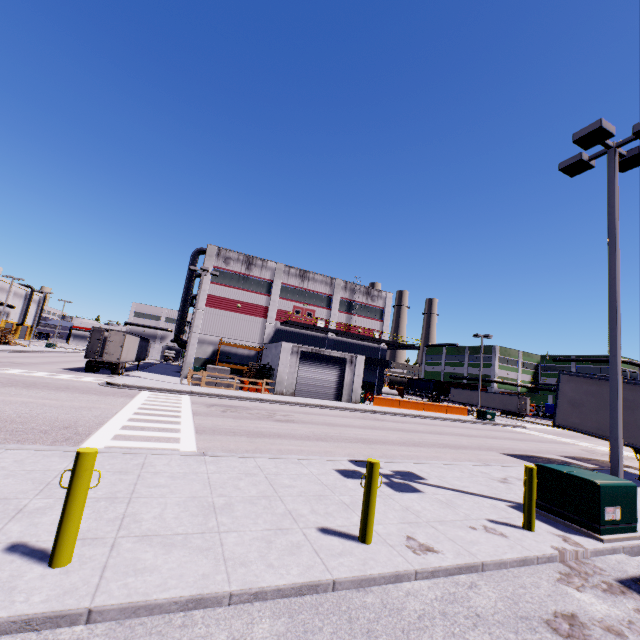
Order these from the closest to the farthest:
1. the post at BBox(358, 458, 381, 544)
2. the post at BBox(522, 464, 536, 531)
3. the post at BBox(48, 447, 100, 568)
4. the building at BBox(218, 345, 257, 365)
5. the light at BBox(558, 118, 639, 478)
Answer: the post at BBox(48, 447, 100, 568)
the post at BBox(358, 458, 381, 544)
the post at BBox(522, 464, 536, 531)
the light at BBox(558, 118, 639, 478)
the building at BBox(218, 345, 257, 365)

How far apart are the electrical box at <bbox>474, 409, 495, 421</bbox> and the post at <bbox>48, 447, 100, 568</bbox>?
36.80m

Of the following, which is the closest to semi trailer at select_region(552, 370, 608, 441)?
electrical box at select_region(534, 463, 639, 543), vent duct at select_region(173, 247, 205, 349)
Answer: vent duct at select_region(173, 247, 205, 349)

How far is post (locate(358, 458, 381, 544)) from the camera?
4.9 meters

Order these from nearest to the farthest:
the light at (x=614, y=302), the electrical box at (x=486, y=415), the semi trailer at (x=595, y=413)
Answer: the light at (x=614, y=302)
the semi trailer at (x=595, y=413)
the electrical box at (x=486, y=415)

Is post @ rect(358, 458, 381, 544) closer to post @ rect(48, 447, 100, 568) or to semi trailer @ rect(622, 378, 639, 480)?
post @ rect(48, 447, 100, 568)

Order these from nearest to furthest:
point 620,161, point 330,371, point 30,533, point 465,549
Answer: point 30,533 < point 465,549 < point 620,161 < point 330,371

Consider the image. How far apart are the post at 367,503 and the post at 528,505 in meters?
3.4 m
